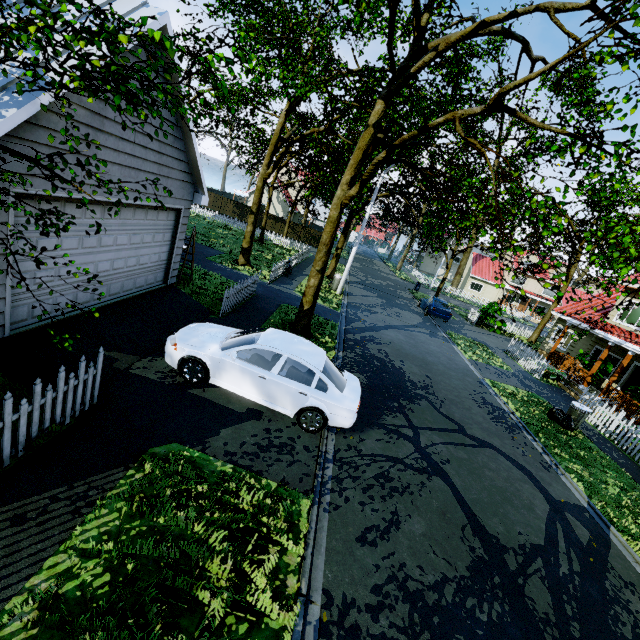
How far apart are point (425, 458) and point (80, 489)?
6.64m

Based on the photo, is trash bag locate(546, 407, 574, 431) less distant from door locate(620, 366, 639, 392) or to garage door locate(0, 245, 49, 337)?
door locate(620, 366, 639, 392)

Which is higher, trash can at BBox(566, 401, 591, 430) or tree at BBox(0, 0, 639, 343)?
tree at BBox(0, 0, 639, 343)

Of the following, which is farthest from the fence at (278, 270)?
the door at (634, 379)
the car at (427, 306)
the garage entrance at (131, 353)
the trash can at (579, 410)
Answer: the car at (427, 306)

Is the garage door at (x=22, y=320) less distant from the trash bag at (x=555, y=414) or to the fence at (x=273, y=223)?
the fence at (x=273, y=223)

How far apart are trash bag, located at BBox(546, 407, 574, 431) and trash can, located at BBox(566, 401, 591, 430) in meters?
0.0 m

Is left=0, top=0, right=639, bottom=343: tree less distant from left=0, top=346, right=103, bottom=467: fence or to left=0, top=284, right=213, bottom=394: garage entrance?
left=0, top=346, right=103, bottom=467: fence

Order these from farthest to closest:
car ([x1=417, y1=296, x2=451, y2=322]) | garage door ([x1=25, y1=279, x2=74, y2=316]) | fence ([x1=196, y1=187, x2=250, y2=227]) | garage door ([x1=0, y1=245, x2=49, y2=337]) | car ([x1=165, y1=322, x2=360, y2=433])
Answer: fence ([x1=196, y1=187, x2=250, y2=227]), car ([x1=417, y1=296, x2=451, y2=322]), car ([x1=165, y1=322, x2=360, y2=433]), garage door ([x1=25, y1=279, x2=74, y2=316]), garage door ([x1=0, y1=245, x2=49, y2=337])
